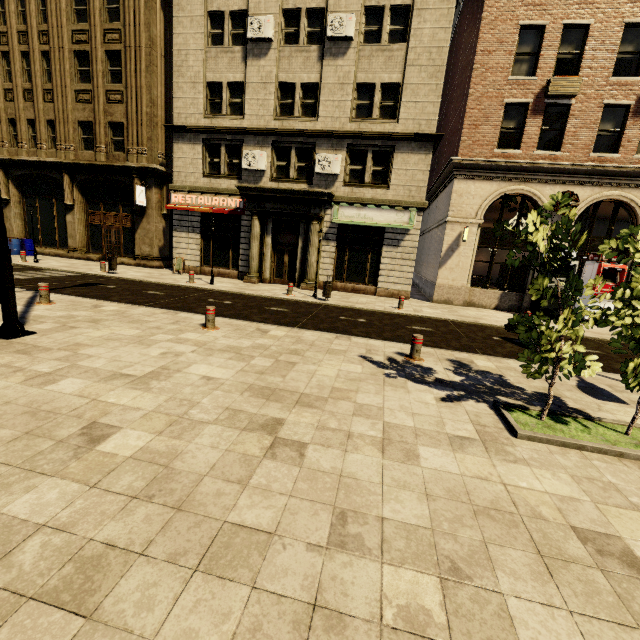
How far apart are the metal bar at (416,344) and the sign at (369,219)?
10.4m

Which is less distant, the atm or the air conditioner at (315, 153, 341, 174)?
the atm

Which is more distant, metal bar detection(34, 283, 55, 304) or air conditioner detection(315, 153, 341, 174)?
air conditioner detection(315, 153, 341, 174)

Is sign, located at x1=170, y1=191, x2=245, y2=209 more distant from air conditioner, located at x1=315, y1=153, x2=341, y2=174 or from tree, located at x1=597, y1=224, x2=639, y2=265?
tree, located at x1=597, y1=224, x2=639, y2=265

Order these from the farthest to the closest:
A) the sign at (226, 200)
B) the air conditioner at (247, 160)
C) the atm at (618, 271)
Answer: the sign at (226, 200)
the air conditioner at (247, 160)
the atm at (618, 271)

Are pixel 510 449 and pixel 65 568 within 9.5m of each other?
yes

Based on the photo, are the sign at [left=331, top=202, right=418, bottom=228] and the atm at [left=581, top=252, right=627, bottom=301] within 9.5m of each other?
yes

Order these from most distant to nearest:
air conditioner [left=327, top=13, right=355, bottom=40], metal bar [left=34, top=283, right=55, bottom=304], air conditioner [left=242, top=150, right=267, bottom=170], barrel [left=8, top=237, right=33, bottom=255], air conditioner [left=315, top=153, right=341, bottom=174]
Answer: barrel [left=8, top=237, right=33, bottom=255] < air conditioner [left=242, top=150, right=267, bottom=170] < air conditioner [left=315, top=153, right=341, bottom=174] < air conditioner [left=327, top=13, right=355, bottom=40] < metal bar [left=34, top=283, right=55, bottom=304]
